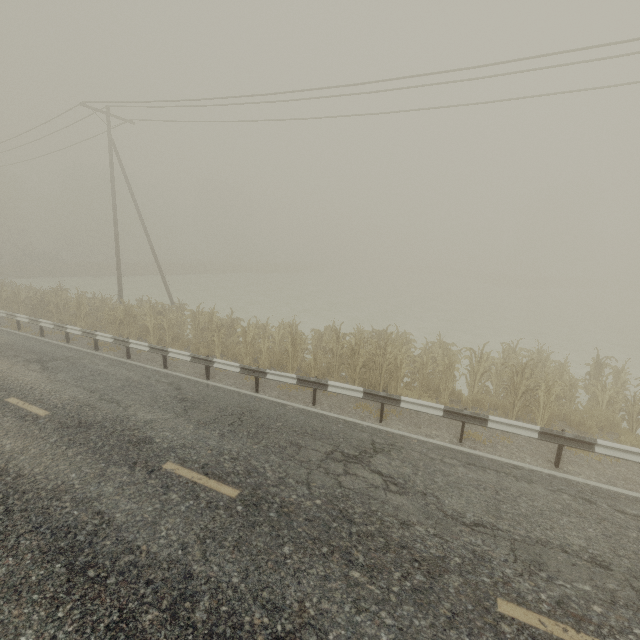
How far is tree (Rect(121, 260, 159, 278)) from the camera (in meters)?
42.35

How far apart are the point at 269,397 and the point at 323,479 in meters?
3.9 m

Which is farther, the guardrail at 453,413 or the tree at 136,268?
the tree at 136,268

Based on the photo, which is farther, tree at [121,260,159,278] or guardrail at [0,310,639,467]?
tree at [121,260,159,278]

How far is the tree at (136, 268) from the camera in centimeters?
4235cm
